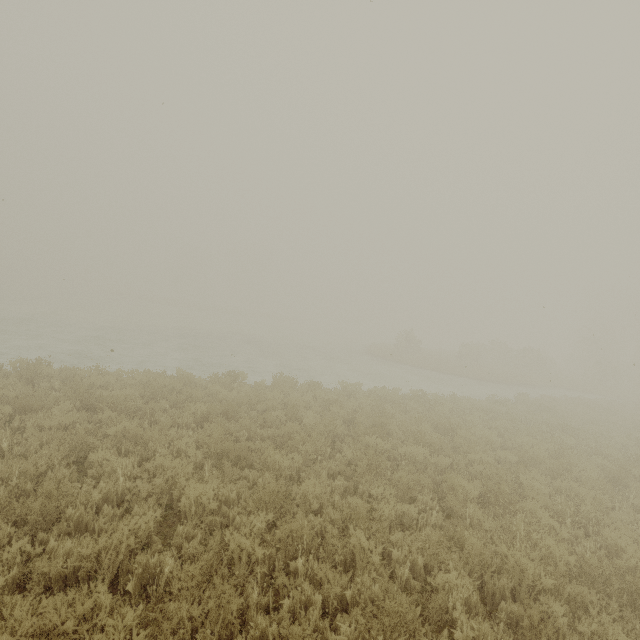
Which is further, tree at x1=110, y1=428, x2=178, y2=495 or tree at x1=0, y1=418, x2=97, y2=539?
tree at x1=110, y1=428, x2=178, y2=495

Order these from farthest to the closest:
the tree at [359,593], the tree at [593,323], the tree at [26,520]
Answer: the tree at [593,323]
the tree at [26,520]
the tree at [359,593]

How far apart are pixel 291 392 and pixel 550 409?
12.4m

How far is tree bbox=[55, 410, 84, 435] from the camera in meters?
6.6

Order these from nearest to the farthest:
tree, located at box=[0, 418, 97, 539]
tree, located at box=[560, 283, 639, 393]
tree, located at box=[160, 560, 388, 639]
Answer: tree, located at box=[160, 560, 388, 639] < tree, located at box=[0, 418, 97, 539] < tree, located at box=[560, 283, 639, 393]

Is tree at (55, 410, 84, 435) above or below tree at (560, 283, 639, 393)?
below

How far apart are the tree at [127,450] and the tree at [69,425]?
1.44m

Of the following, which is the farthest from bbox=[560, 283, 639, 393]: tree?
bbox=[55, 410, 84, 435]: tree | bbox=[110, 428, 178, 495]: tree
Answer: bbox=[55, 410, 84, 435]: tree
